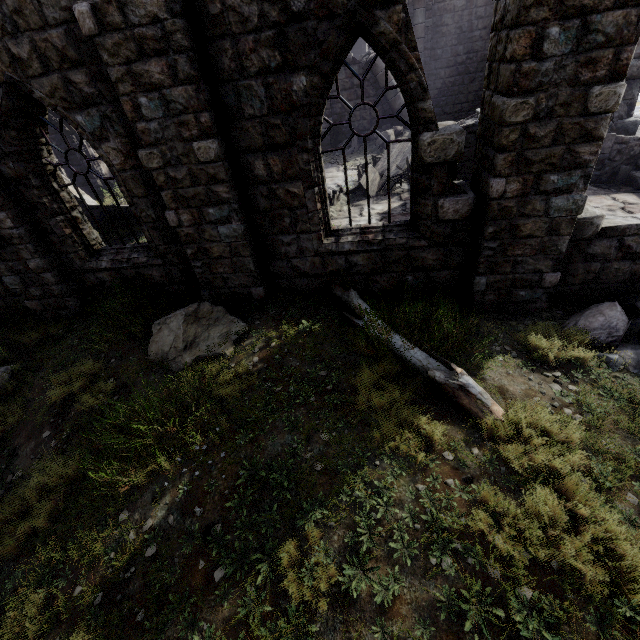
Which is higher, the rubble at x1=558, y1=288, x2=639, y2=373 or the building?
the building

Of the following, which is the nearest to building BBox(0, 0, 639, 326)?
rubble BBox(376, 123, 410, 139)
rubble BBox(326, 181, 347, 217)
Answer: rubble BBox(326, 181, 347, 217)

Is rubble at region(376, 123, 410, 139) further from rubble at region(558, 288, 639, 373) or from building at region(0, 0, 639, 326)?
rubble at region(558, 288, 639, 373)

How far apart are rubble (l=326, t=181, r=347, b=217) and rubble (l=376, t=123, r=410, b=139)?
5.7 meters

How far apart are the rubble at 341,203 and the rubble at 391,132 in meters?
5.7 m

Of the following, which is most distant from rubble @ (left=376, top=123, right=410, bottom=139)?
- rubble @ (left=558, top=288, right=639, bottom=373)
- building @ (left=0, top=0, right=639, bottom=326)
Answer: rubble @ (left=558, top=288, right=639, bottom=373)

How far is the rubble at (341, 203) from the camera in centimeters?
1021cm

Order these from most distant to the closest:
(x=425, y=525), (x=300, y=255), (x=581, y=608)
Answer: (x=300, y=255) → (x=425, y=525) → (x=581, y=608)
